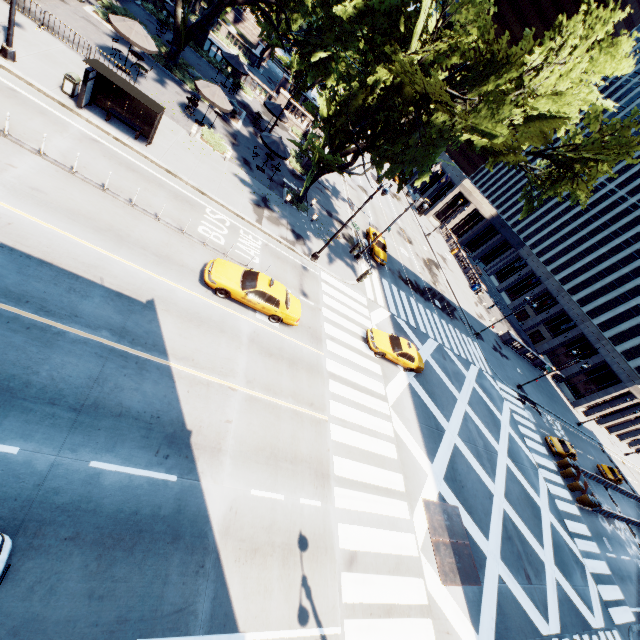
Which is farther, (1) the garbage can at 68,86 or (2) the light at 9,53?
(1) the garbage can at 68,86

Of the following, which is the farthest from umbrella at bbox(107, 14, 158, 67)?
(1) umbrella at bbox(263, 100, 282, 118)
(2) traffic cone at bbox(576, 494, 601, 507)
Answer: (2) traffic cone at bbox(576, 494, 601, 507)

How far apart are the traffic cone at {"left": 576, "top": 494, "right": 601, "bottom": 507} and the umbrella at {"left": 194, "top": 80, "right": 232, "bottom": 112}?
45.3 meters

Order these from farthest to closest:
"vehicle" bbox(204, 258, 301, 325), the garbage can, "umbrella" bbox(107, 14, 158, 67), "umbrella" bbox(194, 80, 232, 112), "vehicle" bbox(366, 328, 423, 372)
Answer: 1. "umbrella" bbox(194, 80, 232, 112)
2. "vehicle" bbox(366, 328, 423, 372)
3. "umbrella" bbox(107, 14, 158, 67)
4. the garbage can
5. "vehicle" bbox(204, 258, 301, 325)

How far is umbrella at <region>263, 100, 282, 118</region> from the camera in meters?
30.2

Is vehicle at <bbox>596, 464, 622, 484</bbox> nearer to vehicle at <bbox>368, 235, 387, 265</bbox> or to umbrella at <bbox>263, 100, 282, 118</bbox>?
vehicle at <bbox>368, 235, 387, 265</bbox>

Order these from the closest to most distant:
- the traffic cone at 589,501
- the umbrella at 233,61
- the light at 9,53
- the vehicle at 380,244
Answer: the light at 9,53 < the traffic cone at 589,501 < the umbrella at 233,61 < the vehicle at 380,244

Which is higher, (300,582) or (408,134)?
(408,134)
